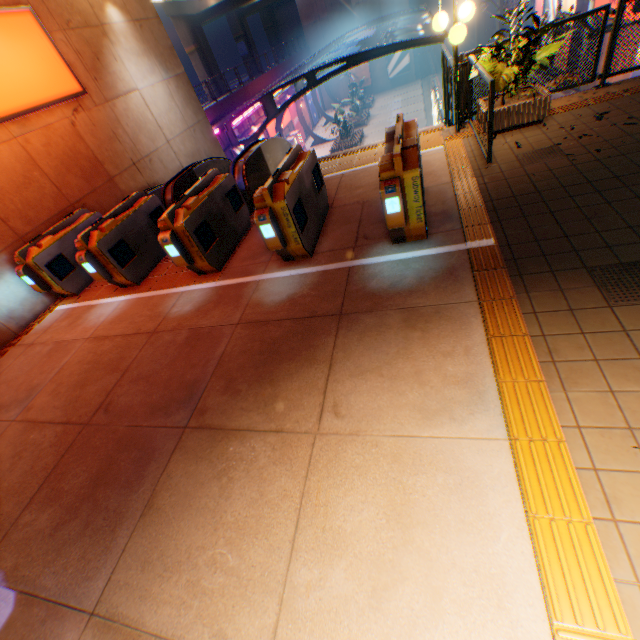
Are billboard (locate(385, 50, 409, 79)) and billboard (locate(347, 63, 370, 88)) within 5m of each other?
yes

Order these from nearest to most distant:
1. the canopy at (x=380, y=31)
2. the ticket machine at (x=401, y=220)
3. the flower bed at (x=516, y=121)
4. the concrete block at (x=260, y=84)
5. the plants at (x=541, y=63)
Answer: the ticket machine at (x=401, y=220), the plants at (x=541, y=63), the flower bed at (x=516, y=121), the canopy at (x=380, y=31), the concrete block at (x=260, y=84)

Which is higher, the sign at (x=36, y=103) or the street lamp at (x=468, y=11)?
the sign at (x=36, y=103)

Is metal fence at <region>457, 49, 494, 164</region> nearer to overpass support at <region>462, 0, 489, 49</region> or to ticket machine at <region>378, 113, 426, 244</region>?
overpass support at <region>462, 0, 489, 49</region>

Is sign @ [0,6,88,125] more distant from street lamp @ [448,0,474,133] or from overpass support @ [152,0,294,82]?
overpass support @ [152,0,294,82]

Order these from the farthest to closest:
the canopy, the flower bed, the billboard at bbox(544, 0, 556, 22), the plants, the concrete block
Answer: the billboard at bbox(544, 0, 556, 22), the concrete block, the canopy, the flower bed, the plants

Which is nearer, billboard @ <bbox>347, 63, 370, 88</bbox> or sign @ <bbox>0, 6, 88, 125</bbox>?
sign @ <bbox>0, 6, 88, 125</bbox>

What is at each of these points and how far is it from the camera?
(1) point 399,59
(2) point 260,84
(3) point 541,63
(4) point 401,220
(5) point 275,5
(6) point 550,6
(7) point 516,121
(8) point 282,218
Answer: (1) billboard, 38.5m
(2) concrete block, 26.7m
(3) plants, 5.4m
(4) ticket machine, 4.0m
(5) overpass support, 51.7m
(6) billboard, 23.1m
(7) flower bed, 6.0m
(8) ticket machine, 4.5m
